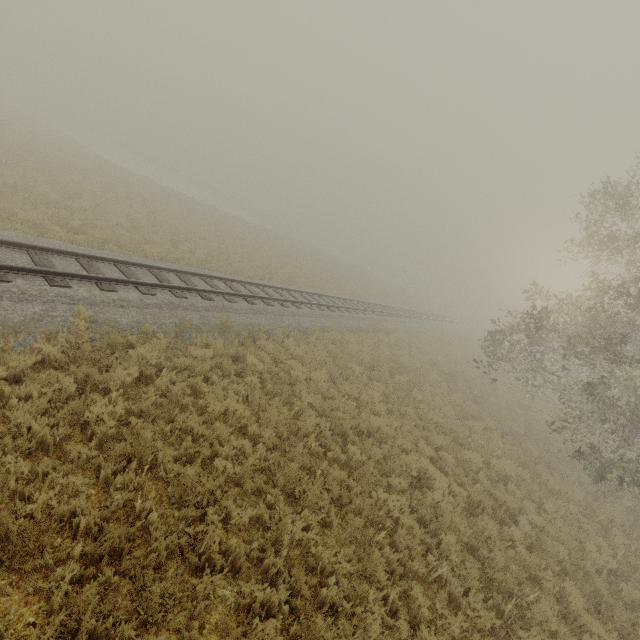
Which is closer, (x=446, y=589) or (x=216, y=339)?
(x=446, y=589)
